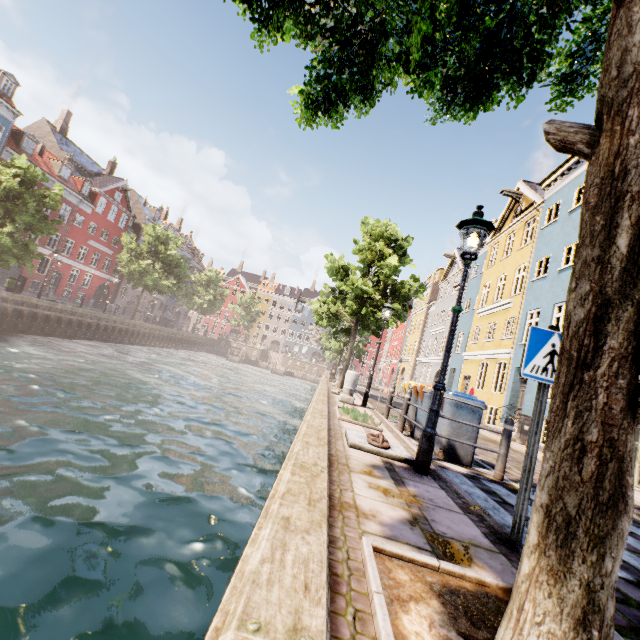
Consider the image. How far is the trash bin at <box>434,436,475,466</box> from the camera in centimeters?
631cm

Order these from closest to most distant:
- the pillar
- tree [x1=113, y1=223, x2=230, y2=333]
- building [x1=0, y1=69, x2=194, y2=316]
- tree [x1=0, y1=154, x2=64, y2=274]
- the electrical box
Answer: the pillar
the electrical box
tree [x1=0, y1=154, x2=64, y2=274]
building [x1=0, y1=69, x2=194, y2=316]
tree [x1=113, y1=223, x2=230, y2=333]

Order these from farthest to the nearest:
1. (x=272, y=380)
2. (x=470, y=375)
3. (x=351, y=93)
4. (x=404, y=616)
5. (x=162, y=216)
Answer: (x=162, y=216) → (x=272, y=380) → (x=470, y=375) → (x=351, y=93) → (x=404, y=616)

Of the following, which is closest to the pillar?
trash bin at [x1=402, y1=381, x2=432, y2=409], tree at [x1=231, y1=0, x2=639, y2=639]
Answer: trash bin at [x1=402, y1=381, x2=432, y2=409]

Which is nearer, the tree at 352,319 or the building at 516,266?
the building at 516,266

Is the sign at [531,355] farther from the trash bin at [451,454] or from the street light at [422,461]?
the trash bin at [451,454]

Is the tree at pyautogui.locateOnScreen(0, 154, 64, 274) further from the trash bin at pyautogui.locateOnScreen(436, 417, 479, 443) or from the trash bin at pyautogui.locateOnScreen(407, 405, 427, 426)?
the trash bin at pyautogui.locateOnScreen(407, 405, 427, 426)

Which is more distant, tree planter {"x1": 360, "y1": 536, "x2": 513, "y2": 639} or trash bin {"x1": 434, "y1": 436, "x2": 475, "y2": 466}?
trash bin {"x1": 434, "y1": 436, "x2": 475, "y2": 466}
